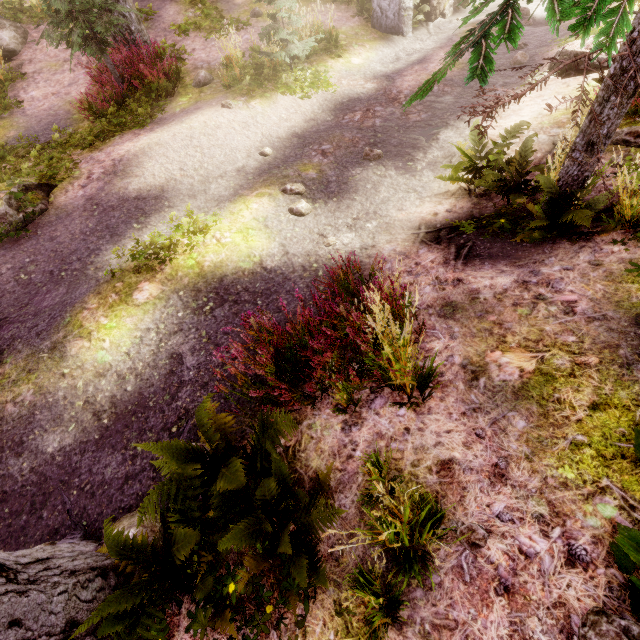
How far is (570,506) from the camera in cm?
211

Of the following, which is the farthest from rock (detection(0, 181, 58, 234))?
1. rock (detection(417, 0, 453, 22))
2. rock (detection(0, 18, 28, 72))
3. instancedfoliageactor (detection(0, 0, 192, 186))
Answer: rock (detection(417, 0, 453, 22))

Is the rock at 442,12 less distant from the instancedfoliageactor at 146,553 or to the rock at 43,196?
the instancedfoliageactor at 146,553

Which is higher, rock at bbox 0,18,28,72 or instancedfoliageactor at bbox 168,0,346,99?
rock at bbox 0,18,28,72

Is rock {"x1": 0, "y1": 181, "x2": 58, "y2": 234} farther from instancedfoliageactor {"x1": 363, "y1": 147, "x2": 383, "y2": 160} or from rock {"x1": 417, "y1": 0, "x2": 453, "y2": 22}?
rock {"x1": 417, "y1": 0, "x2": 453, "y2": 22}

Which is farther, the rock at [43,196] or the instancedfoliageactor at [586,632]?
the rock at [43,196]

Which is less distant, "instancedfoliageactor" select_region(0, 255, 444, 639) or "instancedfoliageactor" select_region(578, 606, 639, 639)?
"instancedfoliageactor" select_region(578, 606, 639, 639)
